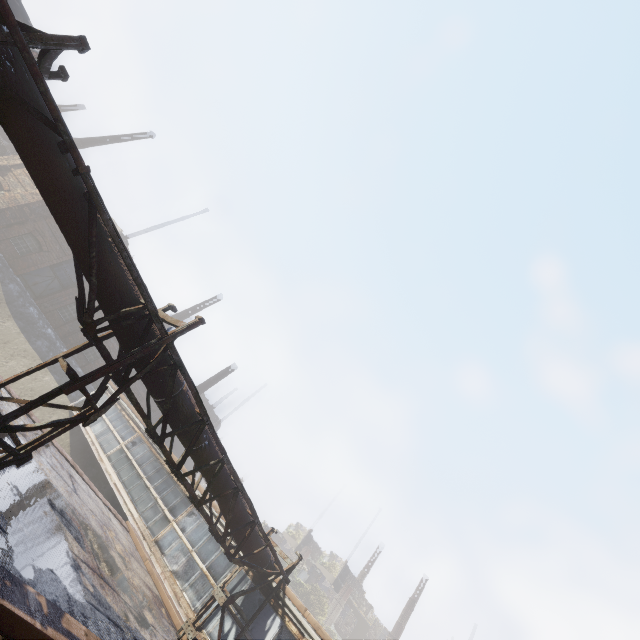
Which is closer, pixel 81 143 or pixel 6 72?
pixel 6 72

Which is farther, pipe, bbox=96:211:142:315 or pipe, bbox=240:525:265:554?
pipe, bbox=240:525:265:554

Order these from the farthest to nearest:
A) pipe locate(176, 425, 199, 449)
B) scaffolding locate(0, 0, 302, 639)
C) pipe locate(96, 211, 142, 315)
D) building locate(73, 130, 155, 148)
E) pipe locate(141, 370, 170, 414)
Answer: building locate(73, 130, 155, 148)
pipe locate(176, 425, 199, 449)
pipe locate(141, 370, 170, 414)
pipe locate(96, 211, 142, 315)
scaffolding locate(0, 0, 302, 639)

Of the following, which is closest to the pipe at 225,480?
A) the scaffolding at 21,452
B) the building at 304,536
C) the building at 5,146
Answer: the scaffolding at 21,452

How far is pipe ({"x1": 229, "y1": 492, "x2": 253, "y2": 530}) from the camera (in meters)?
7.81

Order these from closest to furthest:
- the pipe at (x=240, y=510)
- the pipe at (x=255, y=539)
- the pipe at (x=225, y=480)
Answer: the pipe at (x=225, y=480) < the pipe at (x=240, y=510) < the pipe at (x=255, y=539)

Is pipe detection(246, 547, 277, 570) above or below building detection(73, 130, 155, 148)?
below
